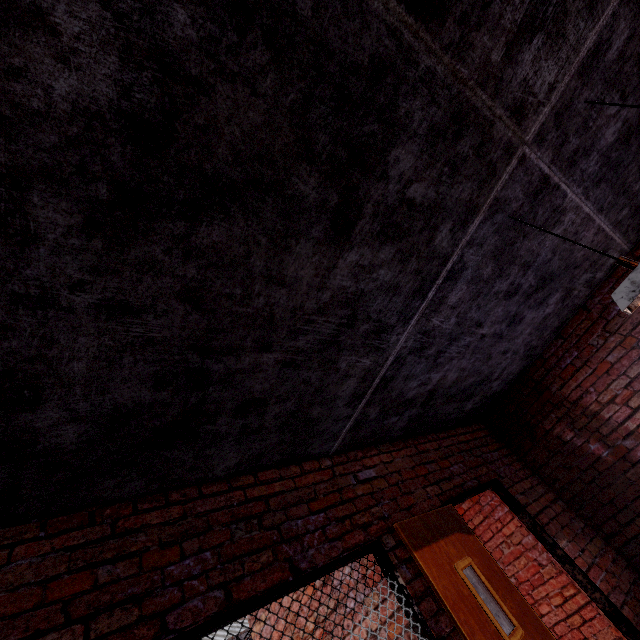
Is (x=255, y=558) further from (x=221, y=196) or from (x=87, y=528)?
(x=221, y=196)

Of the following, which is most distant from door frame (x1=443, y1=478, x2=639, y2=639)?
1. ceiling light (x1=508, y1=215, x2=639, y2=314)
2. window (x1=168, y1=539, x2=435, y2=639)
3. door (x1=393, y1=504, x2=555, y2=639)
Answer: ceiling light (x1=508, y1=215, x2=639, y2=314)

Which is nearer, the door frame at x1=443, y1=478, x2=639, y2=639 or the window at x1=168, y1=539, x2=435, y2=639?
the window at x1=168, y1=539, x2=435, y2=639

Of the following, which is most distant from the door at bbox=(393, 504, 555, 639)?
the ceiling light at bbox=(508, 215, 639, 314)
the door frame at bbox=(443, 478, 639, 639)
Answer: the ceiling light at bbox=(508, 215, 639, 314)

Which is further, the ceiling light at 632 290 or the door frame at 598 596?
the door frame at 598 596

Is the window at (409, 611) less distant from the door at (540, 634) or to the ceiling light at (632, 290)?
the door at (540, 634)

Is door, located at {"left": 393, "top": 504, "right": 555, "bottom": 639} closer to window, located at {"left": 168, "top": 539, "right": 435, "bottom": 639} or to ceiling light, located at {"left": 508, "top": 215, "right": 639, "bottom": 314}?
window, located at {"left": 168, "top": 539, "right": 435, "bottom": 639}

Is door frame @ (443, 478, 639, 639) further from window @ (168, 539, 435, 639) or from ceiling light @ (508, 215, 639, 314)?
ceiling light @ (508, 215, 639, 314)
